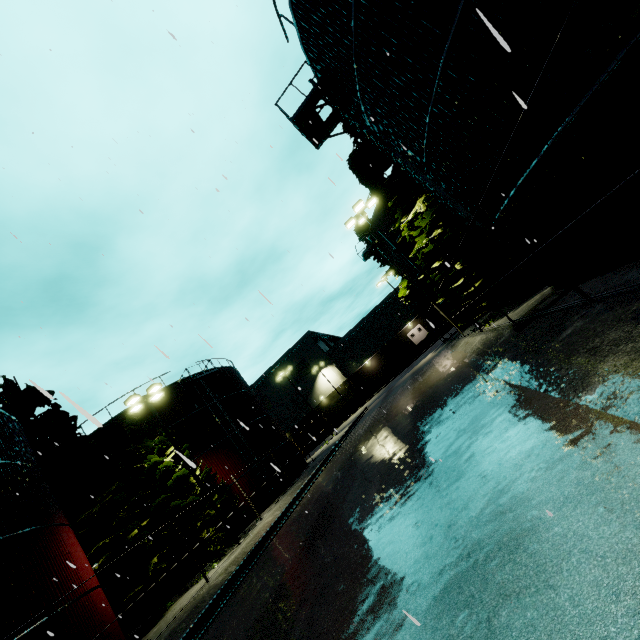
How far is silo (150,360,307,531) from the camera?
23.8 meters

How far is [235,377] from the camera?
31.7 meters

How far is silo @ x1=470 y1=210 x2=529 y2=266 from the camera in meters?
10.2 m

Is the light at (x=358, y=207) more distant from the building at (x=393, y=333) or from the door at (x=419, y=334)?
the door at (x=419, y=334)

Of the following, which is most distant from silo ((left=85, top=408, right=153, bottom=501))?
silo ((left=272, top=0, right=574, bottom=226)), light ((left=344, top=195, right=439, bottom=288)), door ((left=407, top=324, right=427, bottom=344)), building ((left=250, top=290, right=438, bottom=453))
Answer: door ((left=407, top=324, right=427, bottom=344))

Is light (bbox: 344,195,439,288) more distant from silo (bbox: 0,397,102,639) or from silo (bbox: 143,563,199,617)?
silo (bbox: 0,397,102,639)

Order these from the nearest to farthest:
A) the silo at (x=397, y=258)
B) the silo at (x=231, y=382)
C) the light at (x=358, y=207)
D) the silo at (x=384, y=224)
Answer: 1. the light at (x=358, y=207)
2. the silo at (x=231, y=382)
3. the silo at (x=384, y=224)
4. the silo at (x=397, y=258)
